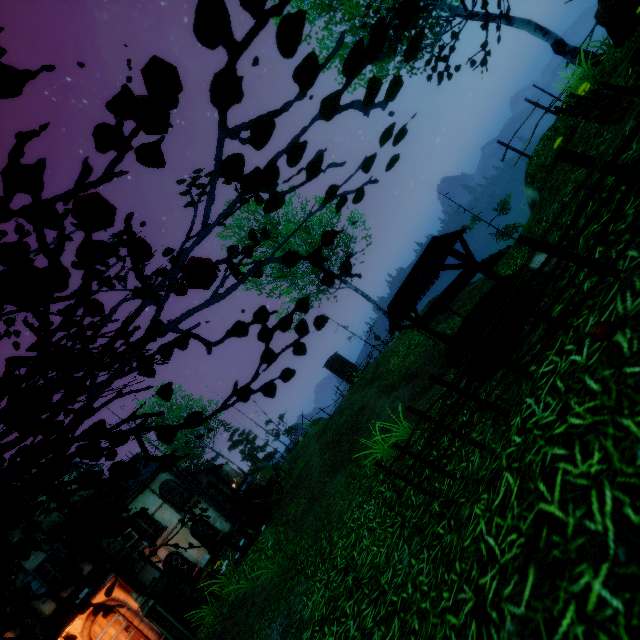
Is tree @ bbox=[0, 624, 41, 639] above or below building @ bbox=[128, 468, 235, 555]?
below

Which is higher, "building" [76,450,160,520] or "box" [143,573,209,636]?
"building" [76,450,160,520]

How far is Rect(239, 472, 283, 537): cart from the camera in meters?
12.0 m

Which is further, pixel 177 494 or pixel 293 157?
pixel 177 494

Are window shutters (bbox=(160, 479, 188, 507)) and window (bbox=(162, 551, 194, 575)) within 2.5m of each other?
yes

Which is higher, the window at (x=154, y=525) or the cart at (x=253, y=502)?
the window at (x=154, y=525)

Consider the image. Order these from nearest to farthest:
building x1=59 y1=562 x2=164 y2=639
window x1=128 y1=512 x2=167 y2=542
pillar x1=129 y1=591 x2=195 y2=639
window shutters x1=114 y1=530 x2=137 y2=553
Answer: pillar x1=129 y1=591 x2=195 y2=639
building x1=59 y1=562 x2=164 y2=639
window shutters x1=114 y1=530 x2=137 y2=553
window x1=128 y1=512 x2=167 y2=542

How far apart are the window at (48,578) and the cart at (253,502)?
5.8 meters
